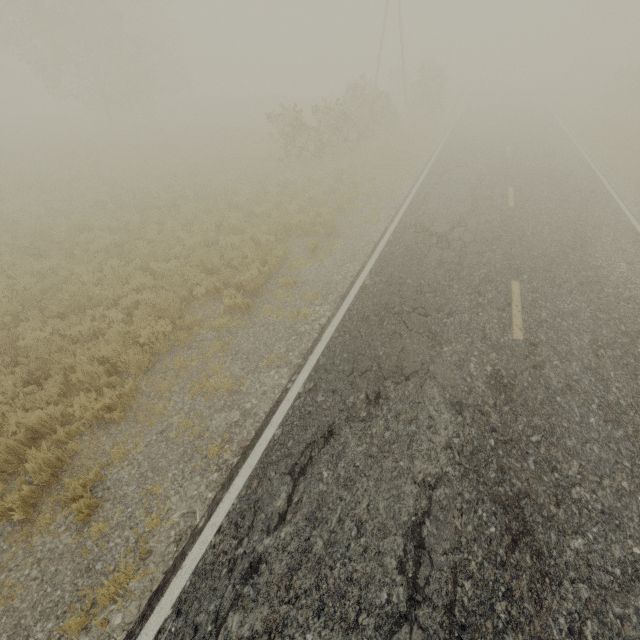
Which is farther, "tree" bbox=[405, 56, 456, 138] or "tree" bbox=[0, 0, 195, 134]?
"tree" bbox=[405, 56, 456, 138]

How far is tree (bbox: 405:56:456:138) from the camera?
25.1m

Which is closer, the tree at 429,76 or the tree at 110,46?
the tree at 110,46

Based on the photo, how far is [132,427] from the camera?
5.5m

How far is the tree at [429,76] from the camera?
25.1 meters
